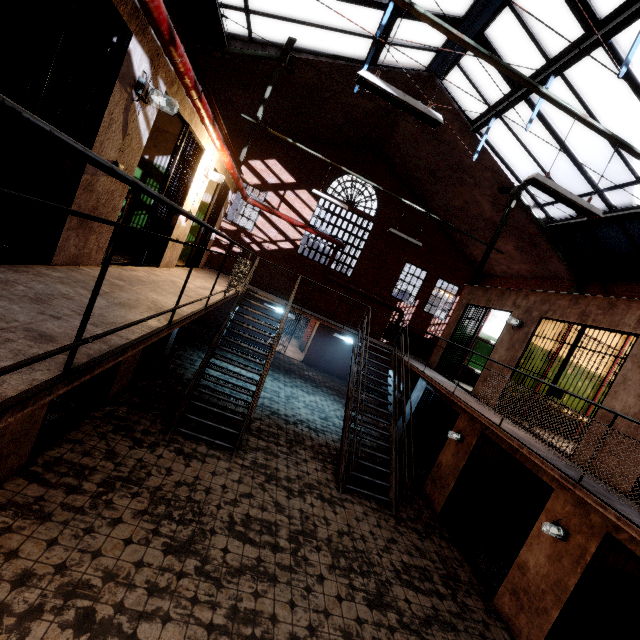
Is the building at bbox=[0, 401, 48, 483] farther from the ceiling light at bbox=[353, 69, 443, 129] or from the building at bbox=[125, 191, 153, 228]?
the ceiling light at bbox=[353, 69, 443, 129]

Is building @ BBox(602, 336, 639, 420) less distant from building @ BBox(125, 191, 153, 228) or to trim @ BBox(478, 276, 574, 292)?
trim @ BBox(478, 276, 574, 292)

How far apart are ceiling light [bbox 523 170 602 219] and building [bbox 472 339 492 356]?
6.69m

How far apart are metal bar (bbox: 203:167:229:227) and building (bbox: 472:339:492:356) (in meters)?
9.00

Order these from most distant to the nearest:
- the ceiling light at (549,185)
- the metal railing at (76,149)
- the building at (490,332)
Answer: the building at (490,332)
the ceiling light at (549,185)
the metal railing at (76,149)

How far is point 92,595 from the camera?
3.4m

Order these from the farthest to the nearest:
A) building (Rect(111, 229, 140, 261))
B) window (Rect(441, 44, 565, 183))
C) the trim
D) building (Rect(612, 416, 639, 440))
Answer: the trim < window (Rect(441, 44, 565, 183)) < building (Rect(111, 229, 140, 261)) < building (Rect(612, 416, 639, 440))

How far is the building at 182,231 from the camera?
6.3 meters
